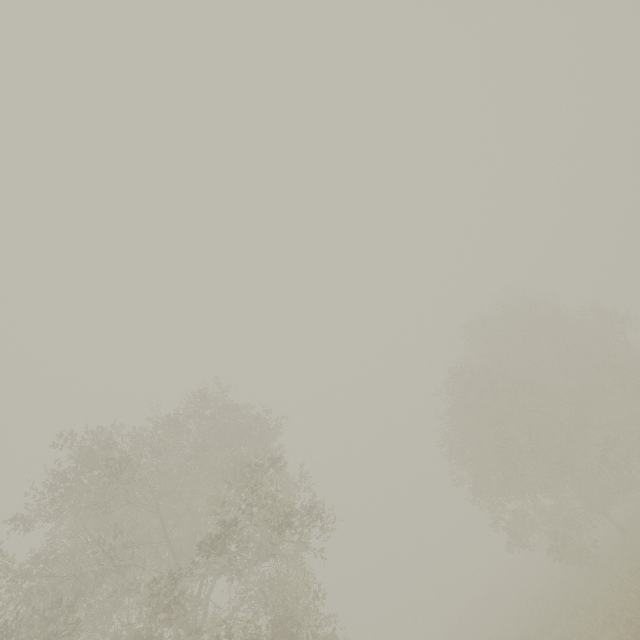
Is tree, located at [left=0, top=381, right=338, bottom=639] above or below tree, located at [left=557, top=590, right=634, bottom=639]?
above

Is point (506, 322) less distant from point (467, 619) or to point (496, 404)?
point (496, 404)

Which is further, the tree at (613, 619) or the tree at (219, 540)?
the tree at (613, 619)

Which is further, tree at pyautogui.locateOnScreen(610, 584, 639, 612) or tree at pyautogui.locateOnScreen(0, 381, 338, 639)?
tree at pyautogui.locateOnScreen(610, 584, 639, 612)
